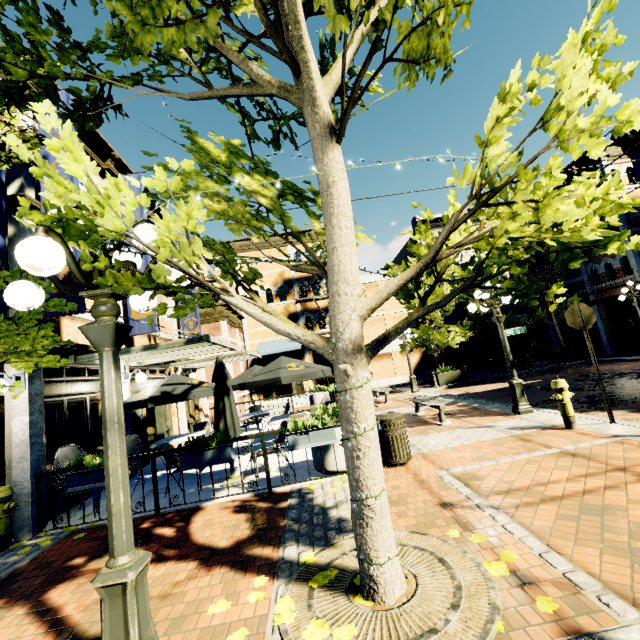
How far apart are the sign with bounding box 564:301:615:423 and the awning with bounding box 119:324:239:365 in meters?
7.7 m

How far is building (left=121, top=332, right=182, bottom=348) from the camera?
9.8 meters

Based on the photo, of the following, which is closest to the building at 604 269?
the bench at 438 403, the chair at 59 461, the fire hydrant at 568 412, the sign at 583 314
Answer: the sign at 583 314

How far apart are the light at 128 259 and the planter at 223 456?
3.12m

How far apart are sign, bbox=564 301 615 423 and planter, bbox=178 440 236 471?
7.1m

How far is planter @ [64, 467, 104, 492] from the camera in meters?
5.4

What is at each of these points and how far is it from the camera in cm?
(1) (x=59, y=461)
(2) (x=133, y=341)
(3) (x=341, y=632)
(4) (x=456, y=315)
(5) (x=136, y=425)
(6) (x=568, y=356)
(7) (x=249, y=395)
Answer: (1) chair, 609
(2) building, 1008
(3) leaves, 242
(4) building, 2714
(5) building, 980
(6) planter, 1806
(7) building, 2202

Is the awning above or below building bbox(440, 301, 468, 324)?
below
